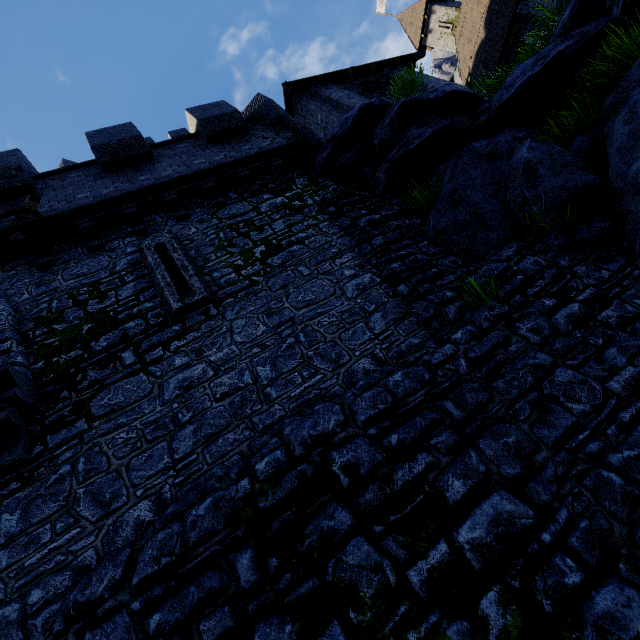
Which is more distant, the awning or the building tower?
the awning

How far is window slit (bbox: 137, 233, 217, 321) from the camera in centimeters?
591cm

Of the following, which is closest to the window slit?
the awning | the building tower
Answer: the building tower

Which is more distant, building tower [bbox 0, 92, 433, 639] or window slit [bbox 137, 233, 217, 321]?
window slit [bbox 137, 233, 217, 321]

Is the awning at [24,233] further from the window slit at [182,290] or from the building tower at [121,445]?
the window slit at [182,290]

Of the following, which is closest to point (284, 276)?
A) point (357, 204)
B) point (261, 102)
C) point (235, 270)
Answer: point (235, 270)

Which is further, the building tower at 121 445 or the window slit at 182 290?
the window slit at 182 290
